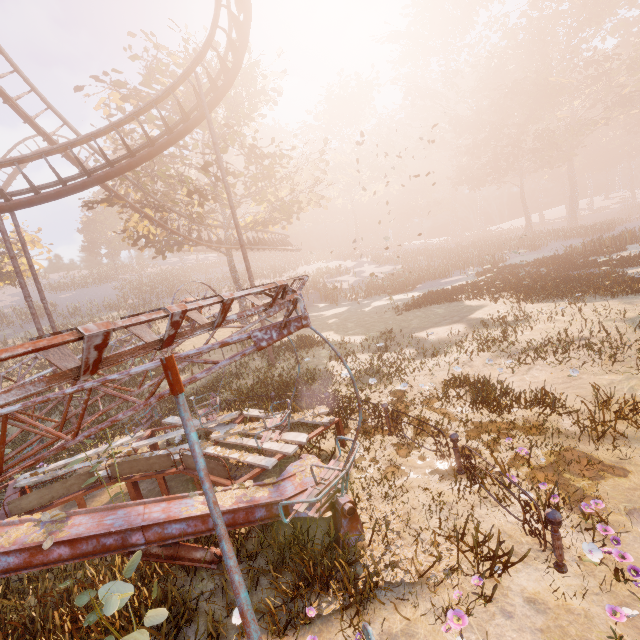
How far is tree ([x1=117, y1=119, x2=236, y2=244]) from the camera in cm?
1898

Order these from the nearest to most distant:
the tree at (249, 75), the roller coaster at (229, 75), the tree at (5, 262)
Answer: the roller coaster at (229, 75) < the tree at (249, 75) < the tree at (5, 262)

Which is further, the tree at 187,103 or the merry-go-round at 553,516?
the tree at 187,103

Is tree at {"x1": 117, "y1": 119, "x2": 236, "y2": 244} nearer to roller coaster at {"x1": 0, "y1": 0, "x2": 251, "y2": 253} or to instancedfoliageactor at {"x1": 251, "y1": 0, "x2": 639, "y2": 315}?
roller coaster at {"x1": 0, "y1": 0, "x2": 251, "y2": 253}

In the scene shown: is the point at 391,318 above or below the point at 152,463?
below

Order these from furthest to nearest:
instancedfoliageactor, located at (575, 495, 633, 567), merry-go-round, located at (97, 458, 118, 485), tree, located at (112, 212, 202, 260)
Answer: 1. tree, located at (112, 212, 202, 260)
2. merry-go-round, located at (97, 458, 118, 485)
3. instancedfoliageactor, located at (575, 495, 633, 567)

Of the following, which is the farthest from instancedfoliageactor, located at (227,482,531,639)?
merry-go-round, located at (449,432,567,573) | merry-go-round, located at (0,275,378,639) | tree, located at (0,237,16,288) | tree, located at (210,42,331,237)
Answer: tree, located at (0,237,16,288)
